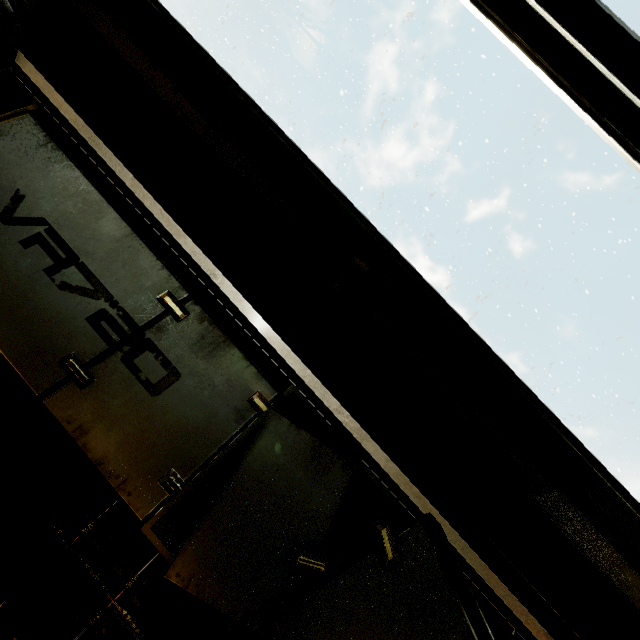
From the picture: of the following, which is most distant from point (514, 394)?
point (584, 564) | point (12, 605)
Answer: point (12, 605)
